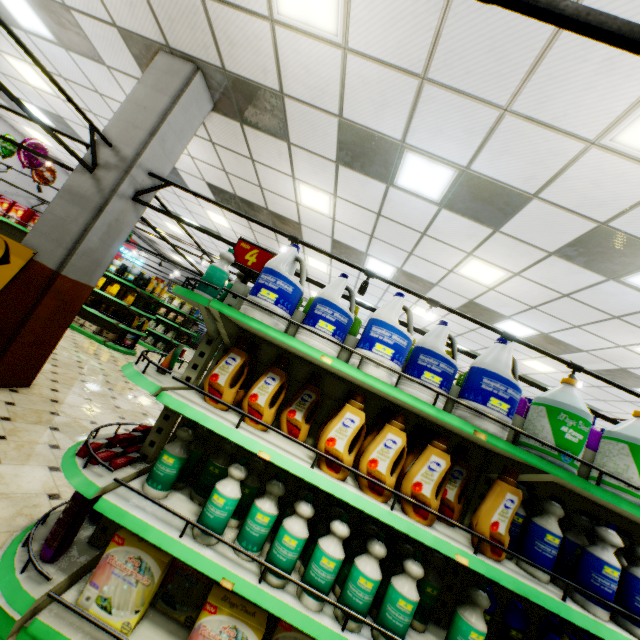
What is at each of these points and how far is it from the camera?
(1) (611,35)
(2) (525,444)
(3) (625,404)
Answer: (1) light truss, 0.8 meters
(2) bleach, 2.0 meters
(3) building, 8.9 meters

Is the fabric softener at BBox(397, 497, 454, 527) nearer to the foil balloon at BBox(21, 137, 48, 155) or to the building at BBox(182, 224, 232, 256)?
the building at BBox(182, 224, 232, 256)

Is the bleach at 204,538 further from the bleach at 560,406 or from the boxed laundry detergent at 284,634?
the bleach at 560,406

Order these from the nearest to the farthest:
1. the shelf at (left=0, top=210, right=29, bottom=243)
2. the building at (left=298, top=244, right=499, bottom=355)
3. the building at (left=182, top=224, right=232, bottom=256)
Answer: the shelf at (left=0, top=210, right=29, bottom=243)
the building at (left=298, top=244, right=499, bottom=355)
the building at (left=182, top=224, right=232, bottom=256)

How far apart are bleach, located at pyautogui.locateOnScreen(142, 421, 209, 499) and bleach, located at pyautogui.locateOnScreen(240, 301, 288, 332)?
0.8m

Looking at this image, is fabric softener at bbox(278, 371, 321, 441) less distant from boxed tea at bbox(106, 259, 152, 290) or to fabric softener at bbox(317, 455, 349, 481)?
fabric softener at bbox(317, 455, 349, 481)

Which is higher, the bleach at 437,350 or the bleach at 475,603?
the bleach at 437,350

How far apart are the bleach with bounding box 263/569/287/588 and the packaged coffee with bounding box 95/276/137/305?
9.8m
